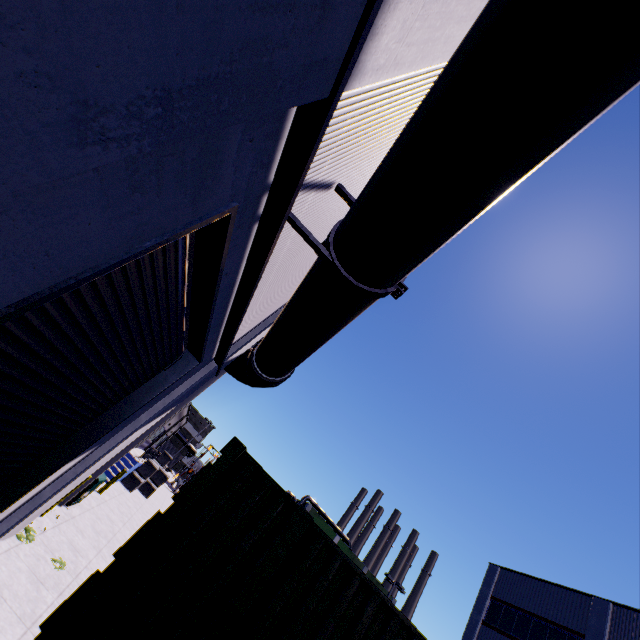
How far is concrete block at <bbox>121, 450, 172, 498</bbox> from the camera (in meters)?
19.80

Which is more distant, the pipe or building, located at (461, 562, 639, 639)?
building, located at (461, 562, 639, 639)

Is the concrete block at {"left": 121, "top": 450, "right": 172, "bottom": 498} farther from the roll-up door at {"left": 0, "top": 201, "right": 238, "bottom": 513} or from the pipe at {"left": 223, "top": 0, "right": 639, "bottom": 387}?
the roll-up door at {"left": 0, "top": 201, "right": 238, "bottom": 513}

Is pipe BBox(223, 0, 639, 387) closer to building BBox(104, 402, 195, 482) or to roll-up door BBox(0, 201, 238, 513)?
building BBox(104, 402, 195, 482)

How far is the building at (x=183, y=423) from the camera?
17.7m

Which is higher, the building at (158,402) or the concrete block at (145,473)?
the building at (158,402)

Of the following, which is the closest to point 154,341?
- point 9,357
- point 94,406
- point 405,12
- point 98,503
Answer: point 94,406

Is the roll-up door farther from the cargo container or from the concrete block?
the concrete block
